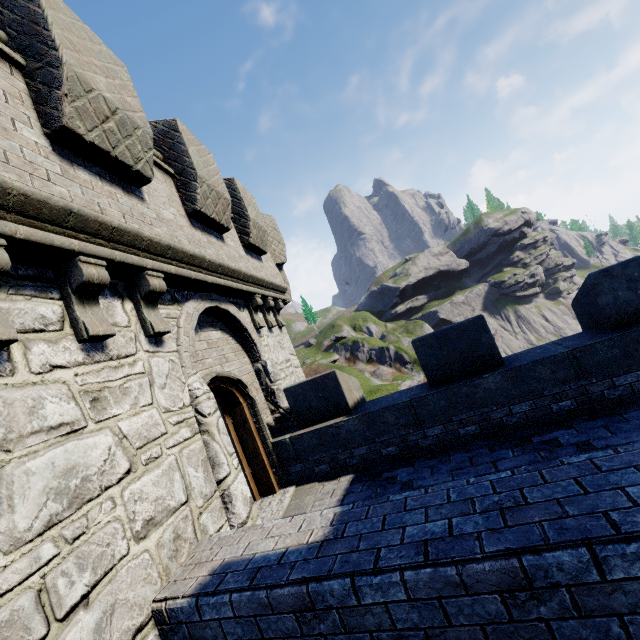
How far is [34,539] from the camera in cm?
237
